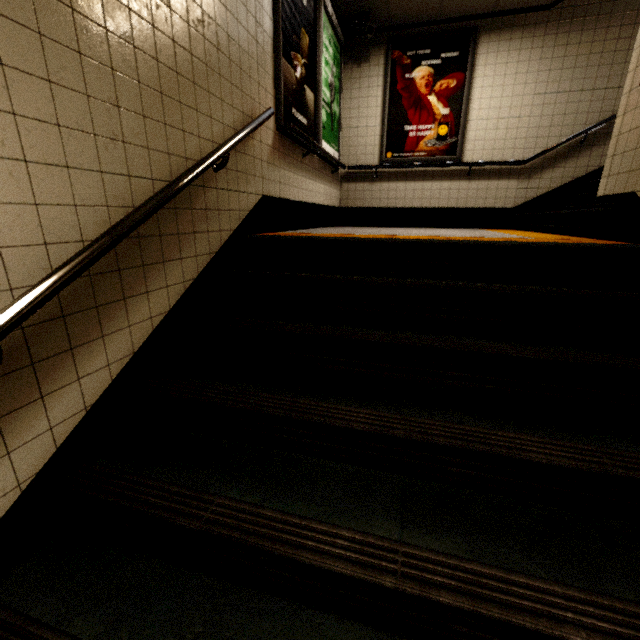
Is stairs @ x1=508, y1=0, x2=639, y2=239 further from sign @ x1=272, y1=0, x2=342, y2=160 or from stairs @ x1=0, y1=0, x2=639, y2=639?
sign @ x1=272, y1=0, x2=342, y2=160

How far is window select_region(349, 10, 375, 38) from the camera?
4.6m

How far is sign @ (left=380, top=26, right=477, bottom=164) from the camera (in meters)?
4.84

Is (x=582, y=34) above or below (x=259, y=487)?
above

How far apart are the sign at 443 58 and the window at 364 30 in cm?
42

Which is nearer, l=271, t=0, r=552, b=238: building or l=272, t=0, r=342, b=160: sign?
l=272, t=0, r=342, b=160: sign

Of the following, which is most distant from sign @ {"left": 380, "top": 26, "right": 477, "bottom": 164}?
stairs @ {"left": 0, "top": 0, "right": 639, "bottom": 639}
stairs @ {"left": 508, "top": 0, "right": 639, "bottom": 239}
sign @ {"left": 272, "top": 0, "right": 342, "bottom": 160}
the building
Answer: stairs @ {"left": 0, "top": 0, "right": 639, "bottom": 639}

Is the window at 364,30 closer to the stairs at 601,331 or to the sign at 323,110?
the sign at 323,110
